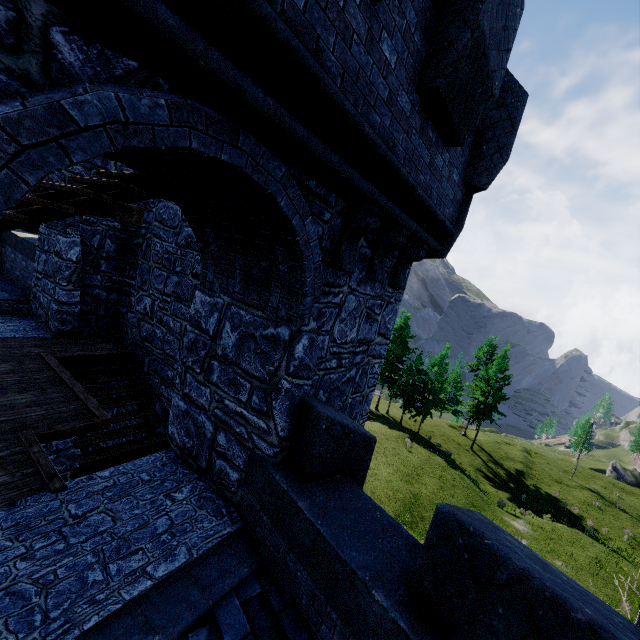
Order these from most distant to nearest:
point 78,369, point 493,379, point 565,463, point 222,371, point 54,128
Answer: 1. point 565,463
2. point 493,379
3. point 78,369
4. point 222,371
5. point 54,128
